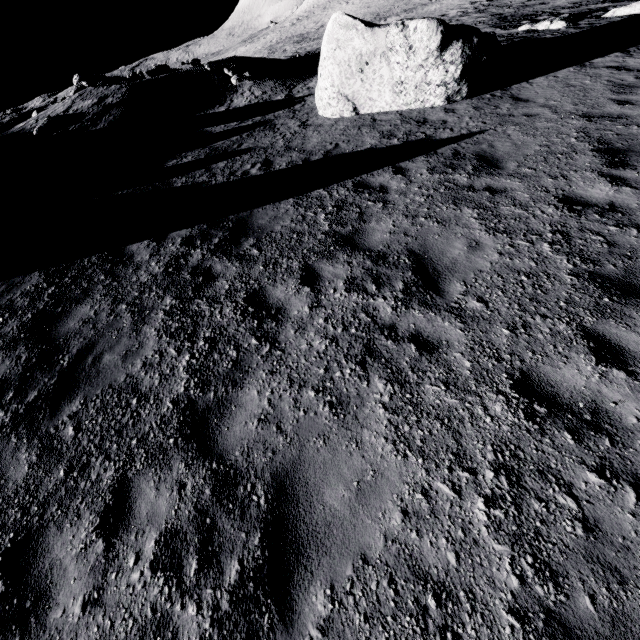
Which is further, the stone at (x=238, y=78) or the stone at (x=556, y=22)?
the stone at (x=238, y=78)

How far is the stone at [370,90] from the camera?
9.3 meters

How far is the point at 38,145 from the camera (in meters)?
14.48

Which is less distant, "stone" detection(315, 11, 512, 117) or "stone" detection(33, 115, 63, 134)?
"stone" detection(315, 11, 512, 117)

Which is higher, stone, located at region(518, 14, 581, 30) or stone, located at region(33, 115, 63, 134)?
stone, located at region(33, 115, 63, 134)

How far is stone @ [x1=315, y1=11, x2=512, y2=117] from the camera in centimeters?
926cm

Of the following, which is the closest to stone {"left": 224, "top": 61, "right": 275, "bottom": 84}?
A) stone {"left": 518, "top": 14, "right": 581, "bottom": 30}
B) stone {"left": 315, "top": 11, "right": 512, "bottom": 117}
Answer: stone {"left": 315, "top": 11, "right": 512, "bottom": 117}

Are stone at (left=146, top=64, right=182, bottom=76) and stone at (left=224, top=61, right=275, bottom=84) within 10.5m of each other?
yes
